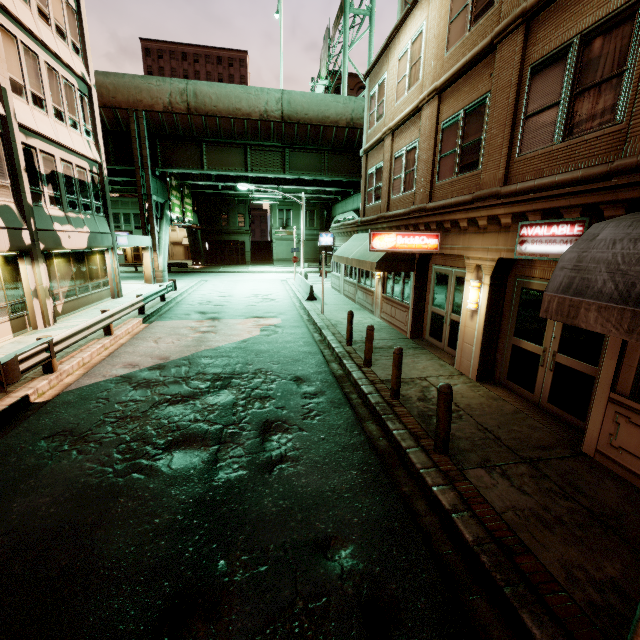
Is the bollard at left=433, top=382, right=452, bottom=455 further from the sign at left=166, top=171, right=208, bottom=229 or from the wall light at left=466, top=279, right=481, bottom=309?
the sign at left=166, top=171, right=208, bottom=229

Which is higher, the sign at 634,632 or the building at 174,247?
the building at 174,247

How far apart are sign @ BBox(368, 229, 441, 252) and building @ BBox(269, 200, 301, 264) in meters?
39.8 m

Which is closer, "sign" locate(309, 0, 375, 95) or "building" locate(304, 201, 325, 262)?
"sign" locate(309, 0, 375, 95)

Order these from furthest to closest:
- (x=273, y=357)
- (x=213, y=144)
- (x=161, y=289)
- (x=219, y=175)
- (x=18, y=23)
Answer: (x=219, y=175) < (x=213, y=144) < (x=161, y=289) < (x=18, y=23) < (x=273, y=357)

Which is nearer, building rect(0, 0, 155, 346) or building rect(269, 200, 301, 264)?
building rect(0, 0, 155, 346)

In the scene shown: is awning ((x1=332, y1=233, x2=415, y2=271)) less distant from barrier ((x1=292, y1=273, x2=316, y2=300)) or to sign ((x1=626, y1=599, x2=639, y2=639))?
barrier ((x1=292, y1=273, x2=316, y2=300))

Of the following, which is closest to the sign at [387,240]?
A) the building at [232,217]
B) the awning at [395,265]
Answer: the awning at [395,265]
